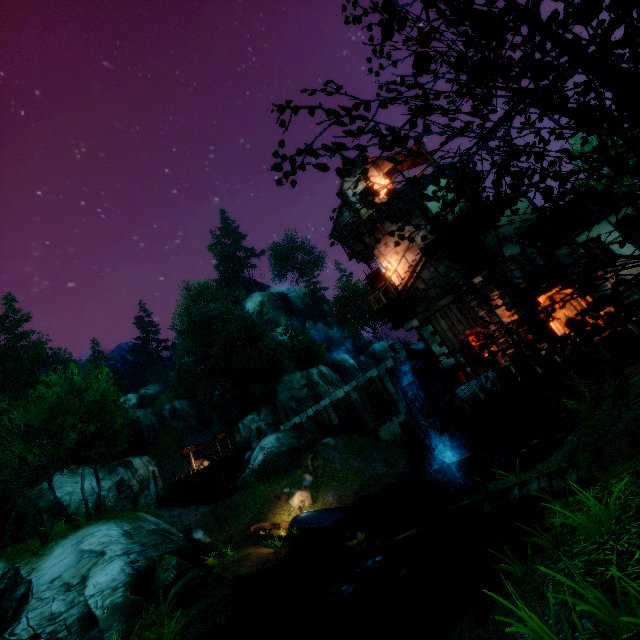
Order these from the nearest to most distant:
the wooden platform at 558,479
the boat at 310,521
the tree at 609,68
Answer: the tree at 609,68 < the wooden platform at 558,479 < the boat at 310,521

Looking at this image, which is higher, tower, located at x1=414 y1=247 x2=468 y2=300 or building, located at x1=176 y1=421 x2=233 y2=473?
building, located at x1=176 y1=421 x2=233 y2=473

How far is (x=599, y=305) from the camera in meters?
2.8

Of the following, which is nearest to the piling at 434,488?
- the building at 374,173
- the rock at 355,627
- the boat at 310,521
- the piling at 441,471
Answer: the piling at 441,471

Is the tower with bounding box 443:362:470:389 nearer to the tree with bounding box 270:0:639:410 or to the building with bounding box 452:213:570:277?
the building with bounding box 452:213:570:277

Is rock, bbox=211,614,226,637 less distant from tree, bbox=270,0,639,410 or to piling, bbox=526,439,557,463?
tree, bbox=270,0,639,410

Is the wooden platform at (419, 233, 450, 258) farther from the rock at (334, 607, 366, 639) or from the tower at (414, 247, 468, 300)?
the rock at (334, 607, 366, 639)

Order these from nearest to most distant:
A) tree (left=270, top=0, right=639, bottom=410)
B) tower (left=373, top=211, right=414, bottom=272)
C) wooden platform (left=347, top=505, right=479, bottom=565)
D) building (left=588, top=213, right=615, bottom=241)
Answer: tree (left=270, top=0, right=639, bottom=410) < wooden platform (left=347, top=505, right=479, bottom=565) < building (left=588, top=213, right=615, bottom=241) < tower (left=373, top=211, right=414, bottom=272)
